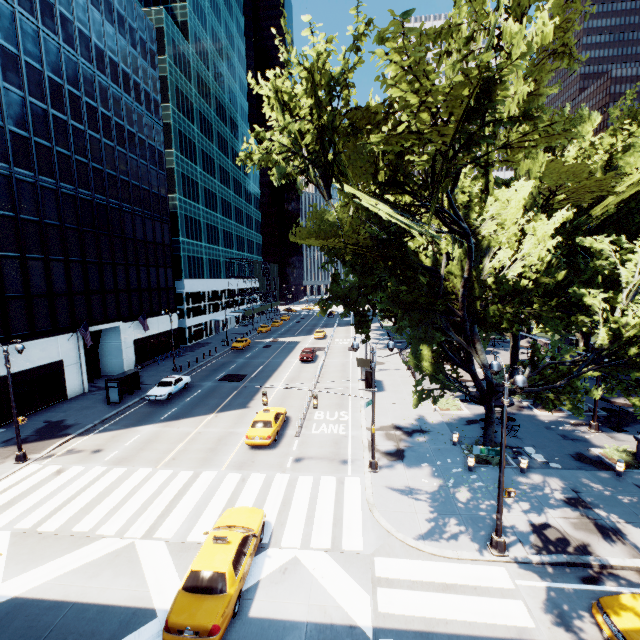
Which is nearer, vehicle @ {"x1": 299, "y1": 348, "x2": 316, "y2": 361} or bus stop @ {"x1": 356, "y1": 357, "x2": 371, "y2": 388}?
bus stop @ {"x1": 356, "y1": 357, "x2": 371, "y2": 388}

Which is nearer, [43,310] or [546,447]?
[546,447]

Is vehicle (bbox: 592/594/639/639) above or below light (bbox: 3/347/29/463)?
above

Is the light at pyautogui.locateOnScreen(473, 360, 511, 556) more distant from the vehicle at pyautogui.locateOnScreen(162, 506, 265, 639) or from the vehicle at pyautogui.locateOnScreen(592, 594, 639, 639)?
the vehicle at pyautogui.locateOnScreen(162, 506, 265, 639)

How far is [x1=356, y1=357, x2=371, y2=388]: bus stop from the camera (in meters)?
29.45

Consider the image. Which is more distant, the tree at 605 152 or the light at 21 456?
the light at 21 456

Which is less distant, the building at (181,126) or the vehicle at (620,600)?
the vehicle at (620,600)

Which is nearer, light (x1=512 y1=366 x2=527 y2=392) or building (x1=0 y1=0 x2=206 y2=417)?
light (x1=512 y1=366 x2=527 y2=392)
